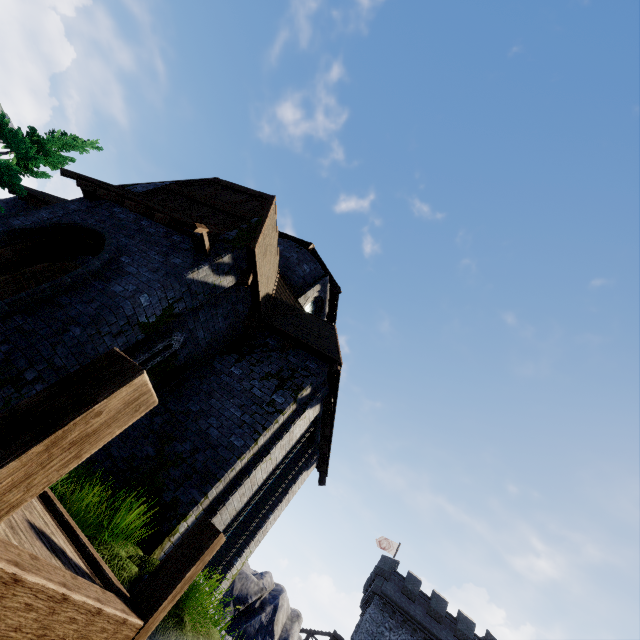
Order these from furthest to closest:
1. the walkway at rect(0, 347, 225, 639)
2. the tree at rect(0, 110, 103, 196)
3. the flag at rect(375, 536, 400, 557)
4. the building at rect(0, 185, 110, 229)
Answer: the flag at rect(375, 536, 400, 557) → the tree at rect(0, 110, 103, 196) → the building at rect(0, 185, 110, 229) → the walkway at rect(0, 347, 225, 639)

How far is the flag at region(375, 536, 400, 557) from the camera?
37.94m

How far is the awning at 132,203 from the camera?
7.7m

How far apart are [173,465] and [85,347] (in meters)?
3.13

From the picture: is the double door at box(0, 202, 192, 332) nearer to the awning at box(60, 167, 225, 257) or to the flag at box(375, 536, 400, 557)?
the awning at box(60, 167, 225, 257)

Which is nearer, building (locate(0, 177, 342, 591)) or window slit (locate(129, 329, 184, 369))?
building (locate(0, 177, 342, 591))

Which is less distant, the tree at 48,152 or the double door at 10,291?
the double door at 10,291

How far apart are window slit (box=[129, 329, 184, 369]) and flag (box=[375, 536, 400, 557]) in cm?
4098
